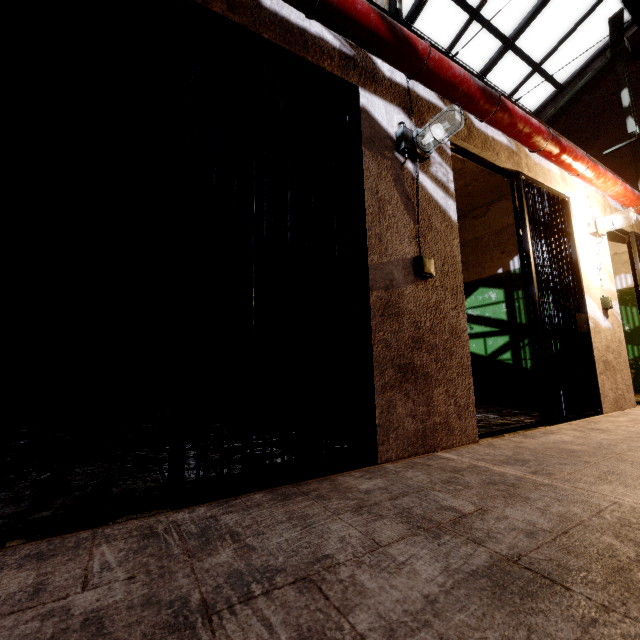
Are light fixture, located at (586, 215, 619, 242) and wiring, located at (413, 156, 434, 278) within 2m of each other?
no

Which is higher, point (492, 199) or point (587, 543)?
point (492, 199)

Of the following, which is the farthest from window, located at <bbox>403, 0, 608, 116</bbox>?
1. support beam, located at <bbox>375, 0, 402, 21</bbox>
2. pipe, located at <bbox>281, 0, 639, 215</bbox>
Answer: pipe, located at <bbox>281, 0, 639, 215</bbox>

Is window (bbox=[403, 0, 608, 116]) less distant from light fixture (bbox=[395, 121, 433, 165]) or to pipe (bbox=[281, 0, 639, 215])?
pipe (bbox=[281, 0, 639, 215])

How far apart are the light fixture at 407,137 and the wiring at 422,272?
0.7 meters

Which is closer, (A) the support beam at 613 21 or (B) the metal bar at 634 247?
(B) the metal bar at 634 247

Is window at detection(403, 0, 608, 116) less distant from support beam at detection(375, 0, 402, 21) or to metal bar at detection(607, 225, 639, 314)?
support beam at detection(375, 0, 402, 21)

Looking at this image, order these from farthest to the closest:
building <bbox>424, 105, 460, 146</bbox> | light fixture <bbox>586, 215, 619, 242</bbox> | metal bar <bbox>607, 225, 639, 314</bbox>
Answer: metal bar <bbox>607, 225, 639, 314</bbox> → light fixture <bbox>586, 215, 619, 242</bbox> → building <bbox>424, 105, 460, 146</bbox>
